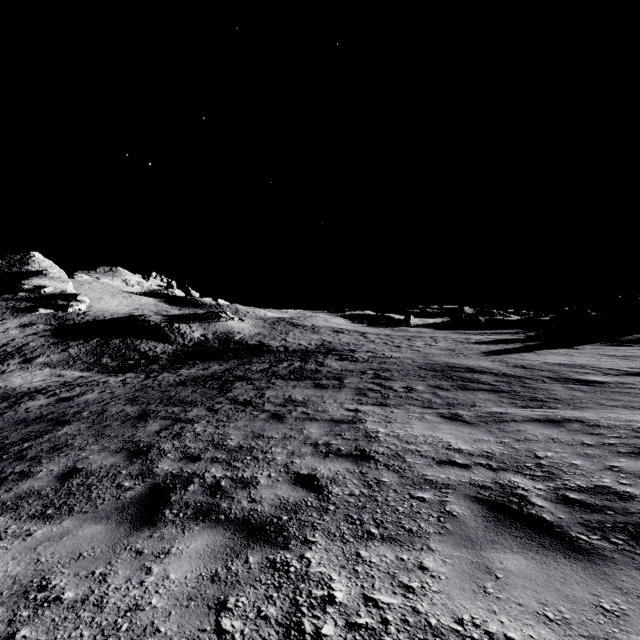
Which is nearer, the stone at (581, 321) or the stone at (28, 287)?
the stone at (581, 321)

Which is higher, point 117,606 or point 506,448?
point 506,448

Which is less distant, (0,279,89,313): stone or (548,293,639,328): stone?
(548,293,639,328): stone
